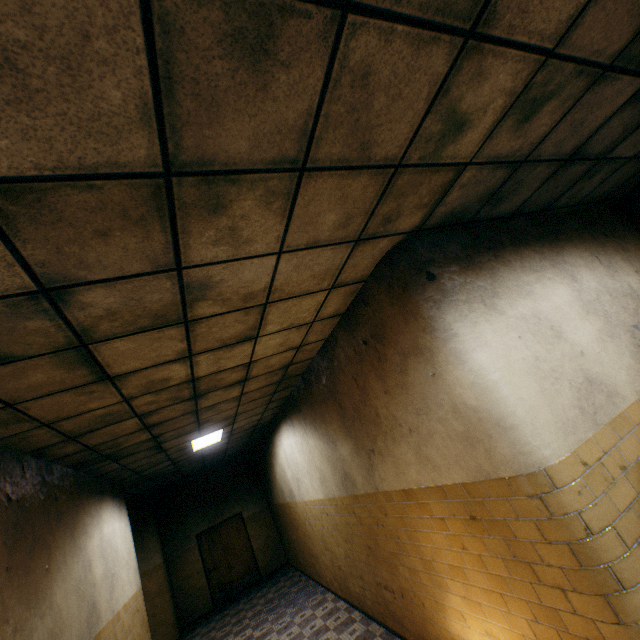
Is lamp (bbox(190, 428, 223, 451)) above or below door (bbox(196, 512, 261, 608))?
above

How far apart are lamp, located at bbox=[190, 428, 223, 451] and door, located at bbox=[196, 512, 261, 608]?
5.7 meters

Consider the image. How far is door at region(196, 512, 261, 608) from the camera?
10.5m

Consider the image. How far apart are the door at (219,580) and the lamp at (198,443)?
5.7 meters

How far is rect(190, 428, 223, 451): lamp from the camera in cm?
652

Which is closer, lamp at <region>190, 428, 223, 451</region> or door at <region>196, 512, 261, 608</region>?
lamp at <region>190, 428, 223, 451</region>

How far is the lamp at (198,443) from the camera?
6.52m

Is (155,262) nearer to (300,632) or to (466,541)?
(466,541)
